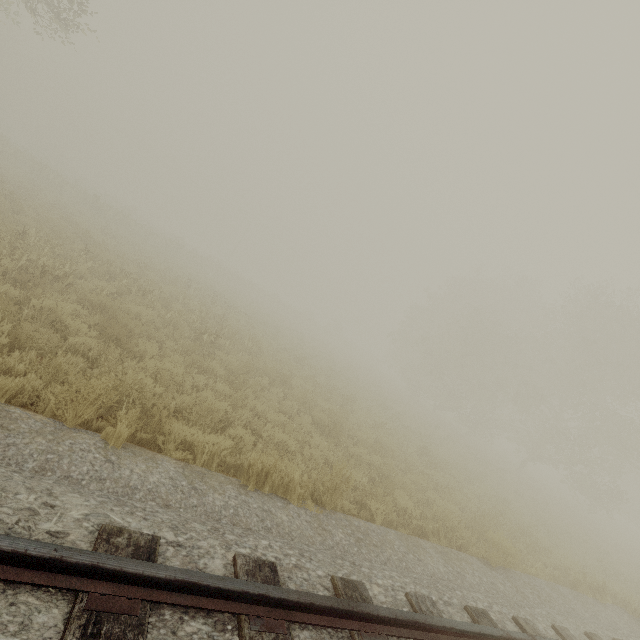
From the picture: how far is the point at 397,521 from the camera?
6.8m
